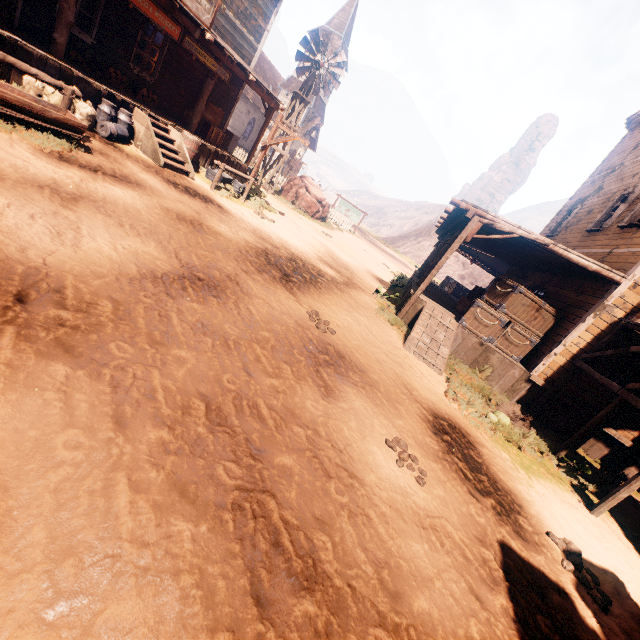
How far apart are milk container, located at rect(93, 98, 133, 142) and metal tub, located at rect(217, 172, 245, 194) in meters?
2.8

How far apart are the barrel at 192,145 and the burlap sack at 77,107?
2.6m

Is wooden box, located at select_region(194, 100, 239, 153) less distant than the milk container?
No

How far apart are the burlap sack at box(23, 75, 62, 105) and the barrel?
A: 2.64m

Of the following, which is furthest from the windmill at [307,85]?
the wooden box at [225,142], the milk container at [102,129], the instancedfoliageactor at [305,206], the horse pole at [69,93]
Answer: the horse pole at [69,93]

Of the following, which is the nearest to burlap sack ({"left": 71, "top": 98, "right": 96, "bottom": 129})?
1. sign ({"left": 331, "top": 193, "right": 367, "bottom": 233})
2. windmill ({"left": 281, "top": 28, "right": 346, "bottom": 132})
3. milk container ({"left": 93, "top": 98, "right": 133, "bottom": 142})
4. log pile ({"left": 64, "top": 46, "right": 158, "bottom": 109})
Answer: milk container ({"left": 93, "top": 98, "right": 133, "bottom": 142})

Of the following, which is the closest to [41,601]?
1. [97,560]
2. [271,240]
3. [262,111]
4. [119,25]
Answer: [97,560]

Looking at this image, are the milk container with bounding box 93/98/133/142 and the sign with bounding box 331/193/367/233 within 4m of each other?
no
